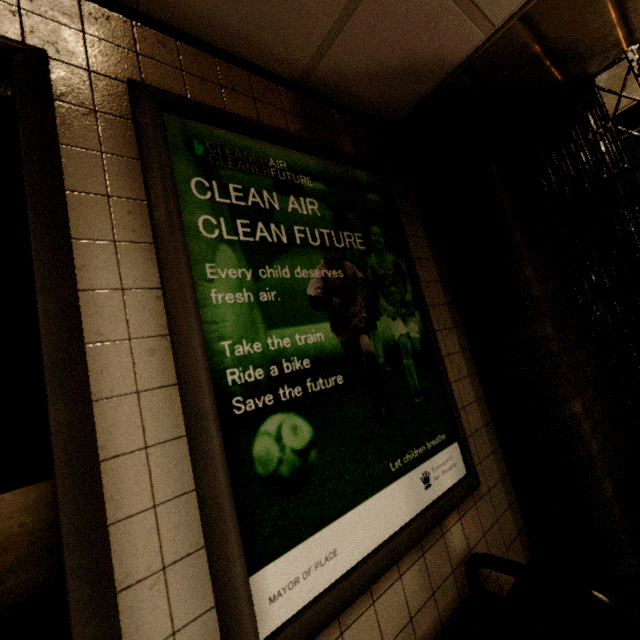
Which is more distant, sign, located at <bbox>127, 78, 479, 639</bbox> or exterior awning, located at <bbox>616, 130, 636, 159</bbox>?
exterior awning, located at <bbox>616, 130, 636, 159</bbox>

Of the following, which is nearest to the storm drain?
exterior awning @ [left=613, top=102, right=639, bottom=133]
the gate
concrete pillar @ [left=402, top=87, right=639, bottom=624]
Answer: concrete pillar @ [left=402, top=87, right=639, bottom=624]

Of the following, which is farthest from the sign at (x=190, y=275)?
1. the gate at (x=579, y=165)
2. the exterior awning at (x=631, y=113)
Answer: the exterior awning at (x=631, y=113)

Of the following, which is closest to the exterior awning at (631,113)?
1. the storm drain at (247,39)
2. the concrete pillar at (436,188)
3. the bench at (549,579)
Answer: the concrete pillar at (436,188)

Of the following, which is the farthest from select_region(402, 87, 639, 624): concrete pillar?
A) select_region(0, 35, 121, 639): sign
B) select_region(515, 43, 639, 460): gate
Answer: select_region(0, 35, 121, 639): sign

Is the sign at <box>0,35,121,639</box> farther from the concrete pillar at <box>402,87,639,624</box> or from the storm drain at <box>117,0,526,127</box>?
the concrete pillar at <box>402,87,639,624</box>

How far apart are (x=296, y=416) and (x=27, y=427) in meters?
0.7 m

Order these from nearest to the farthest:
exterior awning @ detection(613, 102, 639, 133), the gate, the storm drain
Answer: the storm drain < the gate < exterior awning @ detection(613, 102, 639, 133)
